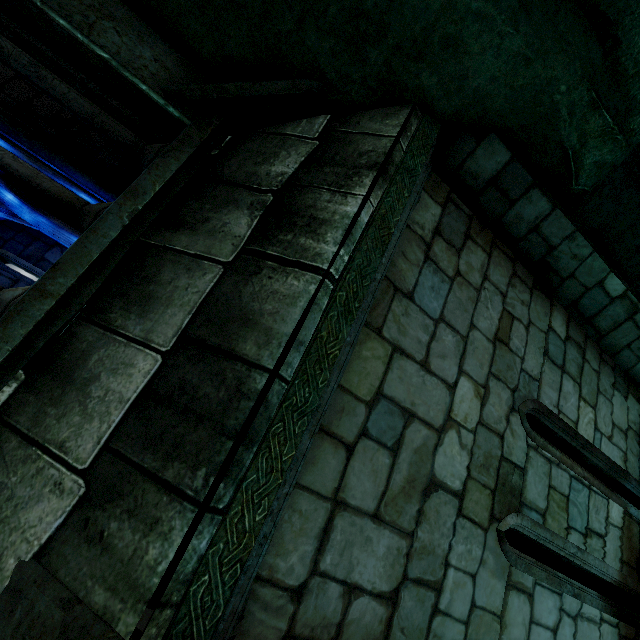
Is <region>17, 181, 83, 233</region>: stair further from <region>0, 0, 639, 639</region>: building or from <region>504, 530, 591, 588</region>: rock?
<region>504, 530, 591, 588</region>: rock

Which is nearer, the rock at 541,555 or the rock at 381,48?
the rock at 381,48

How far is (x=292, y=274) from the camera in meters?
1.8 m

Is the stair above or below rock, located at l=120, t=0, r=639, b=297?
above

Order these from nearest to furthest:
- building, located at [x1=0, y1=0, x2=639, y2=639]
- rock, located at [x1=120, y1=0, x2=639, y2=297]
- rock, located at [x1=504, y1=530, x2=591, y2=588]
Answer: building, located at [x1=0, y1=0, x2=639, y2=639]
rock, located at [x1=120, y1=0, x2=639, y2=297]
rock, located at [x1=504, y1=530, x2=591, y2=588]

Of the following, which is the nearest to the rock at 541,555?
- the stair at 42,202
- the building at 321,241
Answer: the building at 321,241

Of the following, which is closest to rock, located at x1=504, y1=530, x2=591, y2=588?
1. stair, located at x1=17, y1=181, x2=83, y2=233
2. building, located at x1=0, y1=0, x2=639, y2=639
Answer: building, located at x1=0, y1=0, x2=639, y2=639
